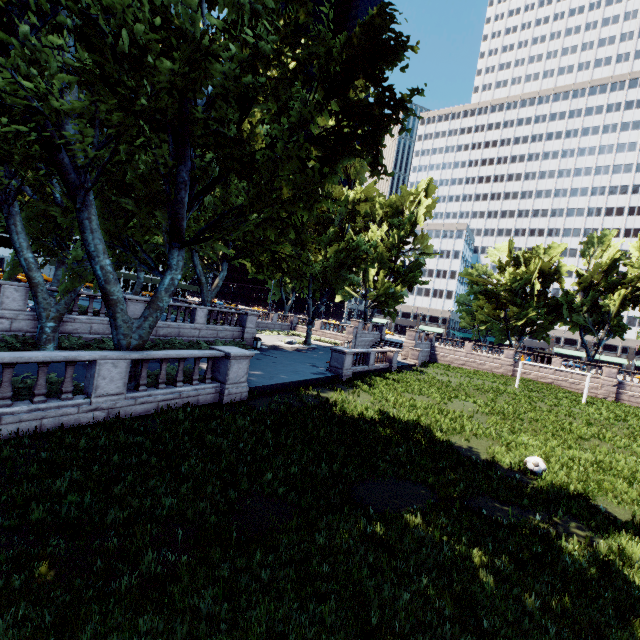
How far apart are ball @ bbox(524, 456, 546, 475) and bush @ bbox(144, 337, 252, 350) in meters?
19.0 m

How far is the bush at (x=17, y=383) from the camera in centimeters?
902cm

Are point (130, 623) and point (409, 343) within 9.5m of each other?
no

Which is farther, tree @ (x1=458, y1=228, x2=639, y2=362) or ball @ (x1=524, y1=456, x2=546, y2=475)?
tree @ (x1=458, y1=228, x2=639, y2=362)

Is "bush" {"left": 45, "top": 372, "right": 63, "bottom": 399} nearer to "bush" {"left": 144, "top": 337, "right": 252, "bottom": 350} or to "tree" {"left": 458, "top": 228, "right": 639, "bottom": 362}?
"tree" {"left": 458, "top": 228, "right": 639, "bottom": 362}

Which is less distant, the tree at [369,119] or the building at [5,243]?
the tree at [369,119]

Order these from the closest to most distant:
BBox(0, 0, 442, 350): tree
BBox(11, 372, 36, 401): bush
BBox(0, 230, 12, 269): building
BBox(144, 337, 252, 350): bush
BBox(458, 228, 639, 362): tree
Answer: BBox(0, 0, 442, 350): tree < BBox(11, 372, 36, 401): bush < BBox(144, 337, 252, 350): bush < BBox(458, 228, 639, 362): tree < BBox(0, 230, 12, 269): building

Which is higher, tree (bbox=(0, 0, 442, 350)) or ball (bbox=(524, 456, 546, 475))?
tree (bbox=(0, 0, 442, 350))
